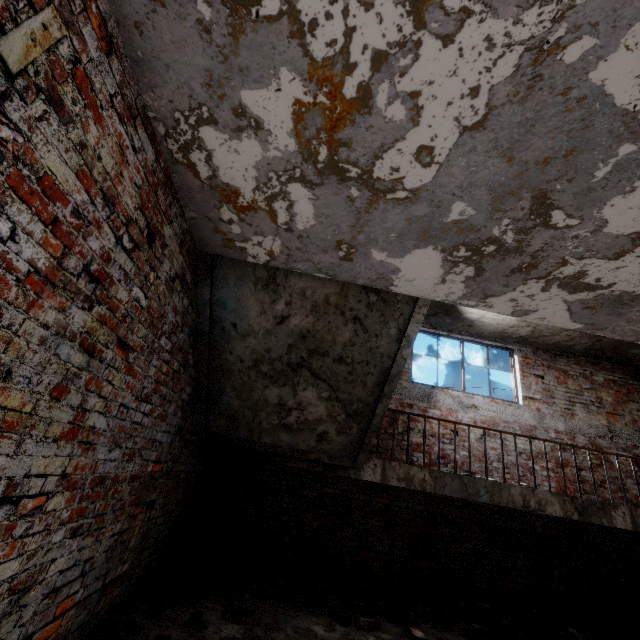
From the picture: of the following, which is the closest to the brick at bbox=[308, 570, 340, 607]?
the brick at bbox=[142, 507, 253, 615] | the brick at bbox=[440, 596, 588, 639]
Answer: the brick at bbox=[142, 507, 253, 615]

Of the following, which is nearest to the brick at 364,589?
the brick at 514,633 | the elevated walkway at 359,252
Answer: the brick at 514,633

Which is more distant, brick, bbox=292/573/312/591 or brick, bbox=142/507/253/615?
brick, bbox=292/573/312/591

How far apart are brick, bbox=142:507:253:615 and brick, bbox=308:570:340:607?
0.98m

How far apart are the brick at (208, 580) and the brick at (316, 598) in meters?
1.0

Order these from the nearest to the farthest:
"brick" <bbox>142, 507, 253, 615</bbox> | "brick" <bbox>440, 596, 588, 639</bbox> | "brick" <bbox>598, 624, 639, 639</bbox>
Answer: "brick" <bbox>142, 507, 253, 615</bbox>
"brick" <bbox>440, 596, 588, 639</bbox>
"brick" <bbox>598, 624, 639, 639</bbox>

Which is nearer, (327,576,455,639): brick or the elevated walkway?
the elevated walkway

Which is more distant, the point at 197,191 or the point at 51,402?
the point at 197,191
